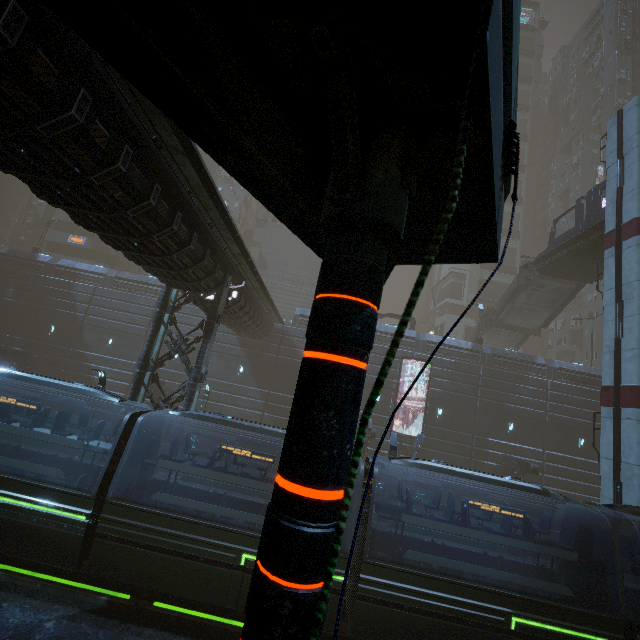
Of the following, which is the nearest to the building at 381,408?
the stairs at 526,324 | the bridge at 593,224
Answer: the stairs at 526,324

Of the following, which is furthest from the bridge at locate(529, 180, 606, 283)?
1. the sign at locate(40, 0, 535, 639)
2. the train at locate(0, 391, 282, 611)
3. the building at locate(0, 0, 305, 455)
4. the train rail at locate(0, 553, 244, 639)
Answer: the train rail at locate(0, 553, 244, 639)

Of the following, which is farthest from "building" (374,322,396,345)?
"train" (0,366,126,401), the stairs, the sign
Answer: the stairs

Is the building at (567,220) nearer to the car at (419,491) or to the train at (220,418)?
the train at (220,418)

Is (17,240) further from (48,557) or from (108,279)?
(48,557)

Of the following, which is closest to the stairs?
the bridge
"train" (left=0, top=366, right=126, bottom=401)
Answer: the bridge

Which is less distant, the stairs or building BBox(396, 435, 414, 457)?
building BBox(396, 435, 414, 457)

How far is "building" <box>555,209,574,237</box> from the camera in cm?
5184
